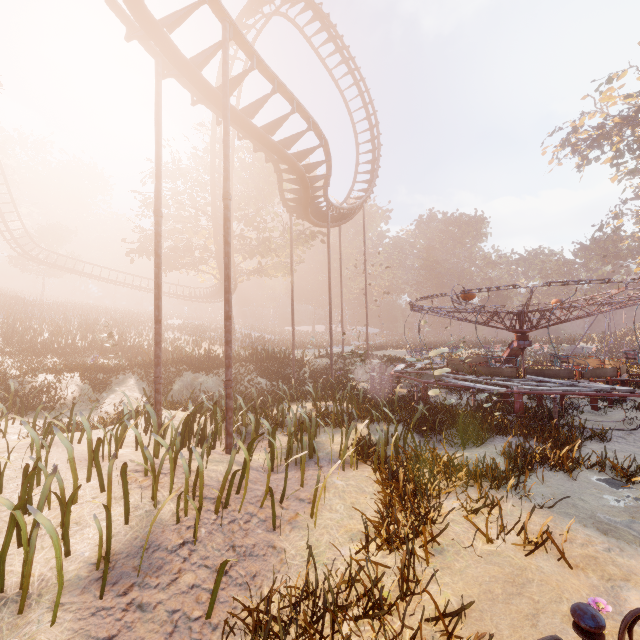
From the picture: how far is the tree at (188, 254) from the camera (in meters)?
24.11

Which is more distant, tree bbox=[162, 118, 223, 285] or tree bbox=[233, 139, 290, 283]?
tree bbox=[233, 139, 290, 283]

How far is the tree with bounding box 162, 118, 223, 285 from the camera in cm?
2411

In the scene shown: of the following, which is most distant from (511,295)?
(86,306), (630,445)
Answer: (86,306)

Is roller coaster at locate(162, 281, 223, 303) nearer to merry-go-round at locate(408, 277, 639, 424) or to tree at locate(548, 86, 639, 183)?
merry-go-round at locate(408, 277, 639, 424)

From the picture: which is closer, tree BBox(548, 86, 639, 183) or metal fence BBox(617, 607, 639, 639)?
metal fence BBox(617, 607, 639, 639)

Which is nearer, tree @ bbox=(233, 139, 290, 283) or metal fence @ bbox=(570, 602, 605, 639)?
metal fence @ bbox=(570, 602, 605, 639)

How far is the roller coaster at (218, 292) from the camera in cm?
3753
